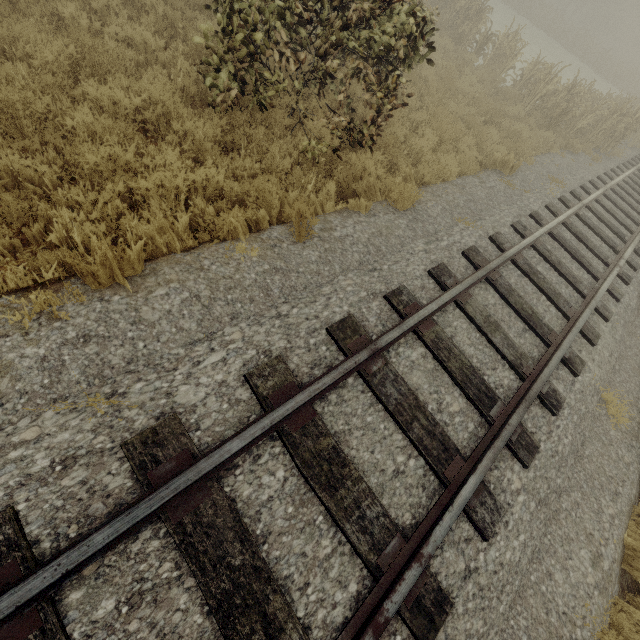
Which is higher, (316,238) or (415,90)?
(316,238)

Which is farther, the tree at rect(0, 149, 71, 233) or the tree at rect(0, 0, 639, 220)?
the tree at rect(0, 0, 639, 220)

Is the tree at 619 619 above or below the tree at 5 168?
above

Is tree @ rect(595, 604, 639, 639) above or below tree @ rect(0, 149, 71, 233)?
above

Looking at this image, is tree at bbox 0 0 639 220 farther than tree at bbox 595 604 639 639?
Yes

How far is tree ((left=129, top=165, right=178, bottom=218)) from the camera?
3.7m

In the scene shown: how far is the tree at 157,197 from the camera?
3.7m

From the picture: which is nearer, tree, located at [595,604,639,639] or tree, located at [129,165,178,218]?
tree, located at [595,604,639,639]
